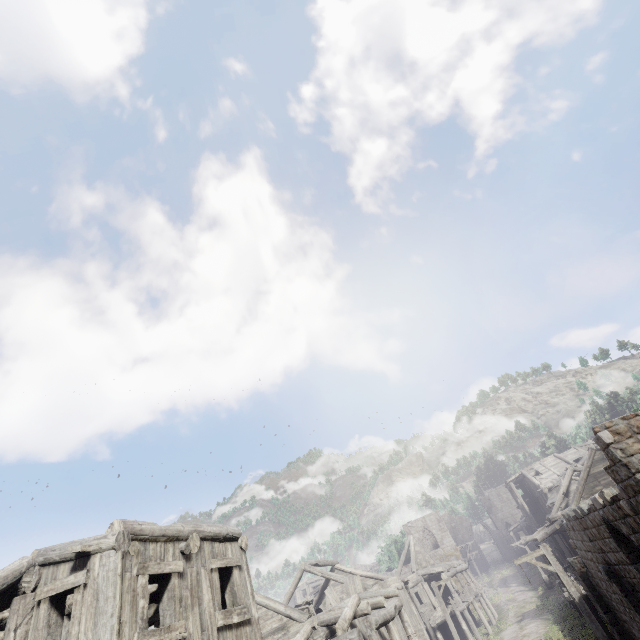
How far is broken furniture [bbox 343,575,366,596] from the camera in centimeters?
1869cm

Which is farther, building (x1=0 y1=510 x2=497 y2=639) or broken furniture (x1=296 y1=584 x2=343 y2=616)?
broken furniture (x1=296 y1=584 x2=343 y2=616)

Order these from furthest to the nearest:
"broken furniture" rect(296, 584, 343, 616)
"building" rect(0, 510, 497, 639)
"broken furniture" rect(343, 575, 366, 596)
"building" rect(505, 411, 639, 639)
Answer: "broken furniture" rect(343, 575, 366, 596), "broken furniture" rect(296, 584, 343, 616), "building" rect(505, 411, 639, 639), "building" rect(0, 510, 497, 639)

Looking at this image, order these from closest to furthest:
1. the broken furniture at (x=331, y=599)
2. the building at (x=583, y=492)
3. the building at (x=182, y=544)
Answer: the building at (x=182, y=544) → the building at (x=583, y=492) → the broken furniture at (x=331, y=599)

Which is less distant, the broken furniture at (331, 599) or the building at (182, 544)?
the building at (182, 544)

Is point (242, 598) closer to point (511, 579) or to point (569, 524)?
point (569, 524)
